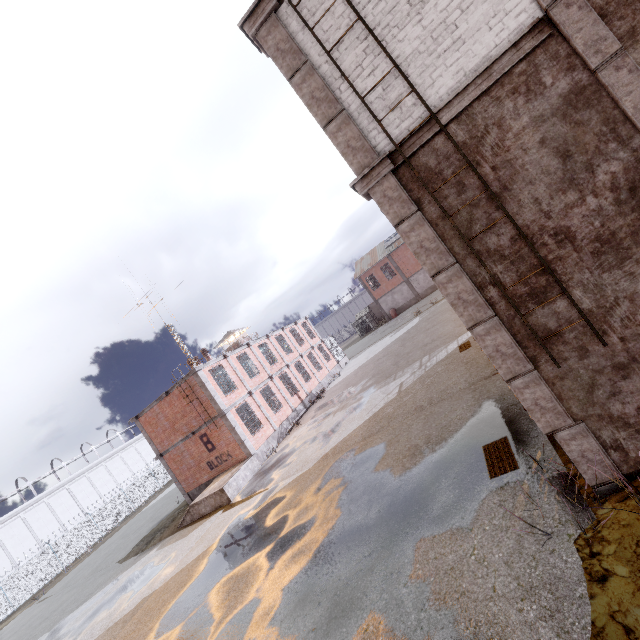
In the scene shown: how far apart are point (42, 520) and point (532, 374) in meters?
54.8

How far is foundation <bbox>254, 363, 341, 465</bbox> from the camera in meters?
20.0

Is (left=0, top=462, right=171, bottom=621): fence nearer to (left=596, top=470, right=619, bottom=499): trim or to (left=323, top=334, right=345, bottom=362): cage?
(left=596, top=470, right=619, bottom=499): trim

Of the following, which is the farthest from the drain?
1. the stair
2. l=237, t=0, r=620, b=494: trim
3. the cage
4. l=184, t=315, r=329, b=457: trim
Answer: the cage

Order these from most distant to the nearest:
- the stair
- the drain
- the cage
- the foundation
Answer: the cage
the foundation
the stair
the drain

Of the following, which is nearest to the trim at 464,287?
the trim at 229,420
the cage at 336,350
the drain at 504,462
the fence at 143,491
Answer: the fence at 143,491

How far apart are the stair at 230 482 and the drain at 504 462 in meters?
13.8

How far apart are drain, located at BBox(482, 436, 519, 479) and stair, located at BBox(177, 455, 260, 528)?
13.8m
